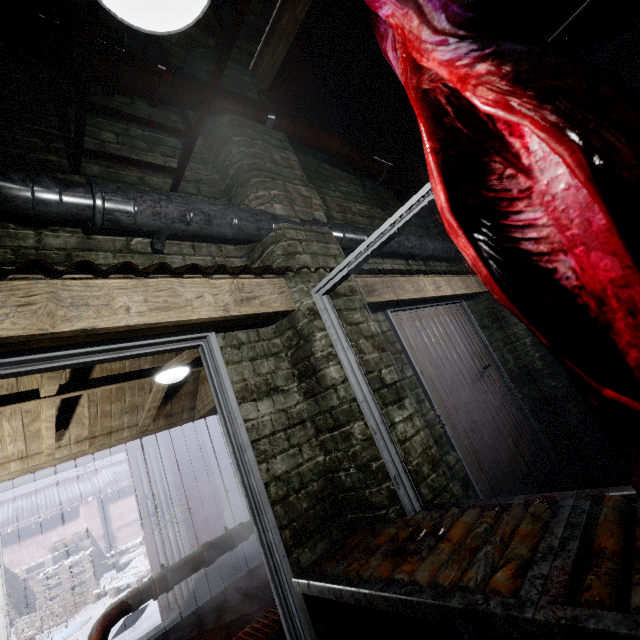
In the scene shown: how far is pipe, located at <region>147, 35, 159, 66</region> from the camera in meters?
2.2

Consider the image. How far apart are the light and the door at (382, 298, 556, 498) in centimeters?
186cm

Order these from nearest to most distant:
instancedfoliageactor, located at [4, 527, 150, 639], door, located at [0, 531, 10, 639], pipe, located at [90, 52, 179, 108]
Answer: pipe, located at [90, 52, 179, 108] → door, located at [0, 531, 10, 639] → instancedfoliageactor, located at [4, 527, 150, 639]

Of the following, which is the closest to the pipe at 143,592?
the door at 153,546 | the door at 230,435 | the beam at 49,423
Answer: the door at 153,546

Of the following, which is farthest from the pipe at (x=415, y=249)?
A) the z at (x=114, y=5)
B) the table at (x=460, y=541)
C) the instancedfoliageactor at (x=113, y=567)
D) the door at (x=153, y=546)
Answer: the instancedfoliageactor at (x=113, y=567)

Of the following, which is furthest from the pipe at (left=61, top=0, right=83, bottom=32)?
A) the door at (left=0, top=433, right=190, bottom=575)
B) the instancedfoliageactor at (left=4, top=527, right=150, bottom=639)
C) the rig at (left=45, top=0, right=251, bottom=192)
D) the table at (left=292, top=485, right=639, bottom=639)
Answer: Result: the instancedfoliageactor at (left=4, top=527, right=150, bottom=639)

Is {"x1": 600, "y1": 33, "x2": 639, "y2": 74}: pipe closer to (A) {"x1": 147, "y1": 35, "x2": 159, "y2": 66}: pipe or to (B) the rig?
(A) {"x1": 147, "y1": 35, "x2": 159, "y2": 66}: pipe

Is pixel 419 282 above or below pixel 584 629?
above
